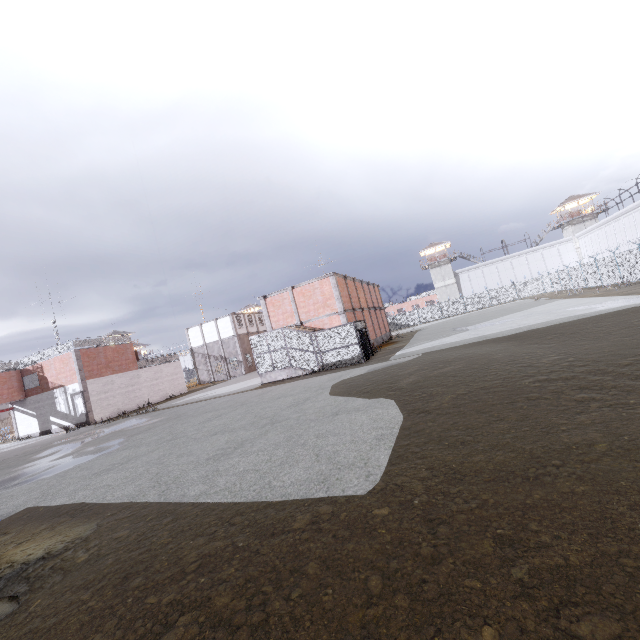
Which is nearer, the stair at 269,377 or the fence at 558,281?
the stair at 269,377

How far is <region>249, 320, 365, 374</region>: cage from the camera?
22.3m

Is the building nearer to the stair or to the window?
the stair

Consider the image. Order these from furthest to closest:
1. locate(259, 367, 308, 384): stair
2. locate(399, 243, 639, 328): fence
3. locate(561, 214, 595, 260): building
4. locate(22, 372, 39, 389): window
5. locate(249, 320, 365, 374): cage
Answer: locate(561, 214, 595, 260): building
locate(22, 372, 39, 389): window
locate(399, 243, 639, 328): fence
locate(259, 367, 308, 384): stair
locate(249, 320, 365, 374): cage

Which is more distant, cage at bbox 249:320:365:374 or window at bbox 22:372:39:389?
window at bbox 22:372:39:389

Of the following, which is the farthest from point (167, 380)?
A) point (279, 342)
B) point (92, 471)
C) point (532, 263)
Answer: point (532, 263)

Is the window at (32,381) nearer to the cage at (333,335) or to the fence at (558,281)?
the cage at (333,335)

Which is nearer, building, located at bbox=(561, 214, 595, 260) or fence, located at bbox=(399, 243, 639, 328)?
fence, located at bbox=(399, 243, 639, 328)
